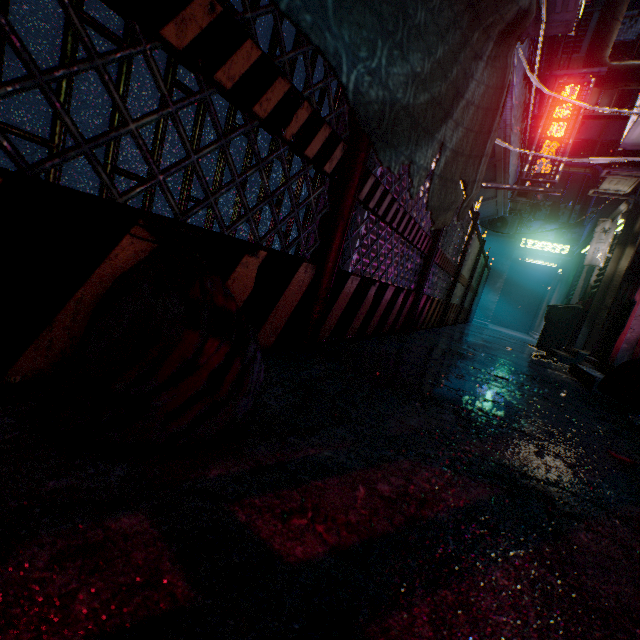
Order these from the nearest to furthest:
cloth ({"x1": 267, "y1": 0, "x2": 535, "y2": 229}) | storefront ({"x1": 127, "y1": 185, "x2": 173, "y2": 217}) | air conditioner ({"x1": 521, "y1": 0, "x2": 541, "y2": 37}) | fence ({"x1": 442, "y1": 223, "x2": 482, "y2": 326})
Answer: cloth ({"x1": 267, "y1": 0, "x2": 535, "y2": 229}) → storefront ({"x1": 127, "y1": 185, "x2": 173, "y2": 217}) → air conditioner ({"x1": 521, "y1": 0, "x2": 541, "y2": 37}) → fence ({"x1": 442, "y1": 223, "x2": 482, "y2": 326})

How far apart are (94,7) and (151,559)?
2.3 meters

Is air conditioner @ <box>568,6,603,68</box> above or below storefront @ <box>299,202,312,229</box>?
above

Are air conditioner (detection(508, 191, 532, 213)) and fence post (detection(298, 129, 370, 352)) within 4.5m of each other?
no

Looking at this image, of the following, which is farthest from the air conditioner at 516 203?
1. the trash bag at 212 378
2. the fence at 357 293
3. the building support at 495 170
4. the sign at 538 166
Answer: the trash bag at 212 378

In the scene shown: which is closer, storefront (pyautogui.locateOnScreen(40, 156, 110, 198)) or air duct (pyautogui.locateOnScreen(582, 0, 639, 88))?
storefront (pyautogui.locateOnScreen(40, 156, 110, 198))

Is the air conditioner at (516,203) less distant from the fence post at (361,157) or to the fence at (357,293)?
the fence at (357,293)

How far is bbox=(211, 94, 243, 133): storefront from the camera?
1.82m
